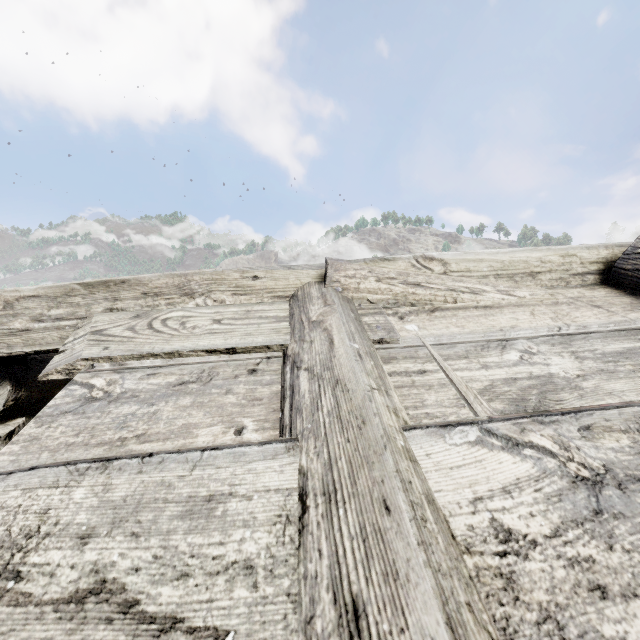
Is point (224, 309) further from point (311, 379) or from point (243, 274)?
point (311, 379)
